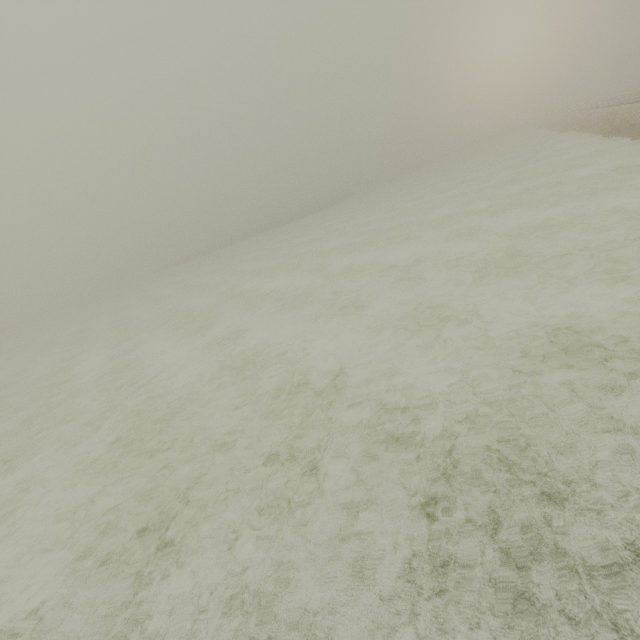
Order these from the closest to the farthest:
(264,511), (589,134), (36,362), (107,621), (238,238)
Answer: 1. (107,621)
2. (264,511)
3. (36,362)
4. (589,134)
5. (238,238)
